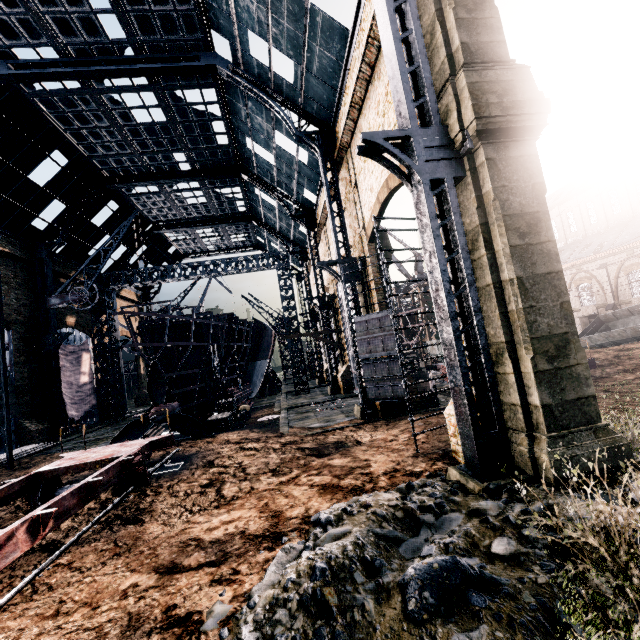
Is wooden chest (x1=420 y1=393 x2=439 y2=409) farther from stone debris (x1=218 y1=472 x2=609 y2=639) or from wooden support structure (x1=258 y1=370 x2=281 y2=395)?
wooden support structure (x1=258 y1=370 x2=281 y2=395)

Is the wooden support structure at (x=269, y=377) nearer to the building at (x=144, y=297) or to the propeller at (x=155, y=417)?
the building at (x=144, y=297)

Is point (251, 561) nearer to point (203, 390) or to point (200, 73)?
point (203, 390)

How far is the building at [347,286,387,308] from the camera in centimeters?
1927cm

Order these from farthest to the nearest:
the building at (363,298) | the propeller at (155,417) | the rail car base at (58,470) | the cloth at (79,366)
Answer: the cloth at (79,366) → the building at (363,298) → the propeller at (155,417) → the rail car base at (58,470)

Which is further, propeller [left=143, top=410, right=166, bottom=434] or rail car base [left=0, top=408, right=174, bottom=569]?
propeller [left=143, top=410, right=166, bottom=434]

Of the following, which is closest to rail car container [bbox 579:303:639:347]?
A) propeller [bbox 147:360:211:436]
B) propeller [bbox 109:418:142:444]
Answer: propeller [bbox 147:360:211:436]

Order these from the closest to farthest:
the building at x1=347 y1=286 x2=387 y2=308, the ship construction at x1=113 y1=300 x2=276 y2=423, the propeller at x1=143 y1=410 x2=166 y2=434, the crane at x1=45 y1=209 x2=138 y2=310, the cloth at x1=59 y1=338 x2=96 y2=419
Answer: the propeller at x1=143 y1=410 x2=166 y2=434
the building at x1=347 y1=286 x2=387 y2=308
the ship construction at x1=113 y1=300 x2=276 y2=423
the crane at x1=45 y1=209 x2=138 y2=310
the cloth at x1=59 y1=338 x2=96 y2=419
